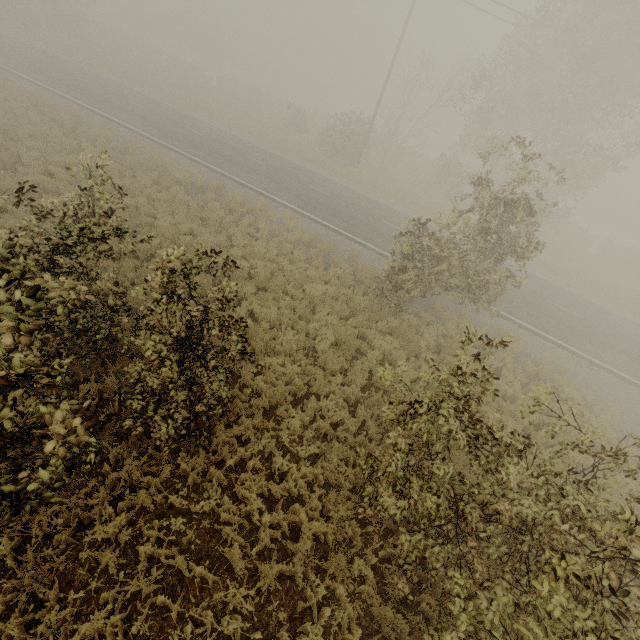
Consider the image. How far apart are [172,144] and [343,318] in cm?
1583

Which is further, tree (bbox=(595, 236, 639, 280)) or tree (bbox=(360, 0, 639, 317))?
tree (bbox=(595, 236, 639, 280))

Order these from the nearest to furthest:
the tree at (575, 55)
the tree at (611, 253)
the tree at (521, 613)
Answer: the tree at (521, 613) < the tree at (575, 55) < the tree at (611, 253)

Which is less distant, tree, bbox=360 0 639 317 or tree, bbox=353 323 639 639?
tree, bbox=353 323 639 639

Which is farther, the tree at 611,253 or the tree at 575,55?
the tree at 611,253

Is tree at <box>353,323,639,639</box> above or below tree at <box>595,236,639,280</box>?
above

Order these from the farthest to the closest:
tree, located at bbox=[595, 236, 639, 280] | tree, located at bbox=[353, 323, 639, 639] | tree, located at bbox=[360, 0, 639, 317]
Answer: tree, located at bbox=[595, 236, 639, 280] → tree, located at bbox=[360, 0, 639, 317] → tree, located at bbox=[353, 323, 639, 639]
